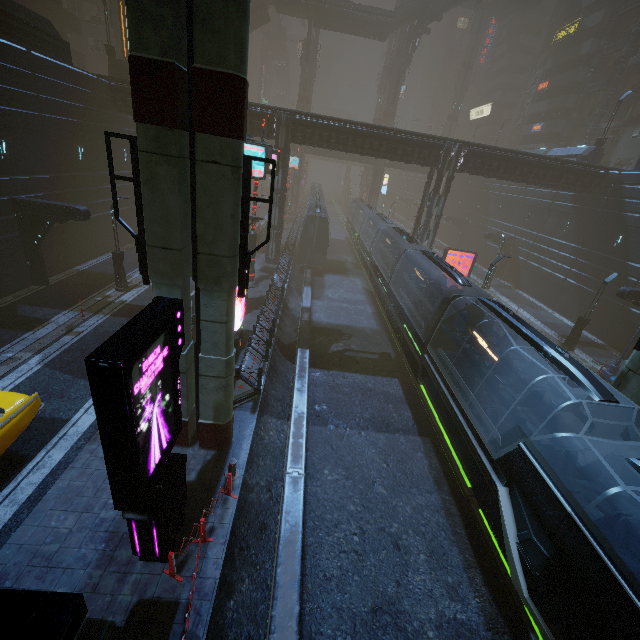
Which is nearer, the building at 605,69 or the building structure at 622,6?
the building structure at 622,6

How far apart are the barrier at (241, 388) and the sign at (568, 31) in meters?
64.3 m

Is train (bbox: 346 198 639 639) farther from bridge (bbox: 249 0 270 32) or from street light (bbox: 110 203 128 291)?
bridge (bbox: 249 0 270 32)

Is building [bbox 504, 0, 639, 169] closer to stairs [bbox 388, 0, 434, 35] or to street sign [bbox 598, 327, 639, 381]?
stairs [bbox 388, 0, 434, 35]

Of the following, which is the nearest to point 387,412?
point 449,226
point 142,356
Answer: point 142,356

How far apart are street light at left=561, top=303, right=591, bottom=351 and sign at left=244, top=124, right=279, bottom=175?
21.53m

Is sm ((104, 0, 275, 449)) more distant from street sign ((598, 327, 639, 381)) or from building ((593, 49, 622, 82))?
street sign ((598, 327, 639, 381))

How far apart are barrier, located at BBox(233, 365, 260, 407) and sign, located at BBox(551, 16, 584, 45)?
64.28m
